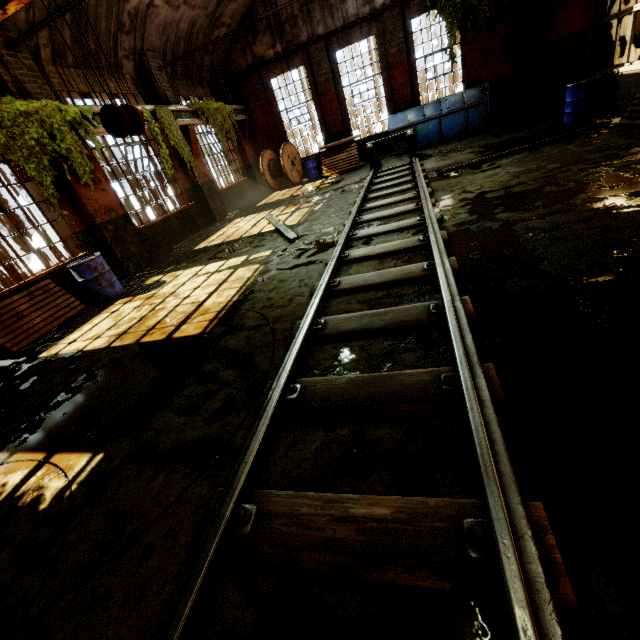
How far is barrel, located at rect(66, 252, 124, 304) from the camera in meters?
6.9 m

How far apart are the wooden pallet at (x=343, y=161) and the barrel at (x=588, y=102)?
7.21m

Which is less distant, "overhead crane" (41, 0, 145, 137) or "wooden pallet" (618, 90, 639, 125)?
"overhead crane" (41, 0, 145, 137)

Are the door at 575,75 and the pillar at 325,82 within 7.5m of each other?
no

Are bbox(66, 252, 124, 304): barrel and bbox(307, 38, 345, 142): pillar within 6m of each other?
no

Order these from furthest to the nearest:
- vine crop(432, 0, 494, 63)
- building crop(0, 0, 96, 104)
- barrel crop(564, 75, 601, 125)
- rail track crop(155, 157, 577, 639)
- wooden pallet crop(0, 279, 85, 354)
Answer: vine crop(432, 0, 494, 63) → barrel crop(564, 75, 601, 125) → building crop(0, 0, 96, 104) → wooden pallet crop(0, 279, 85, 354) → rail track crop(155, 157, 577, 639)

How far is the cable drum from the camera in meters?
14.9

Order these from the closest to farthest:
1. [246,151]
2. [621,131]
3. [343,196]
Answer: [621,131]
[343,196]
[246,151]
